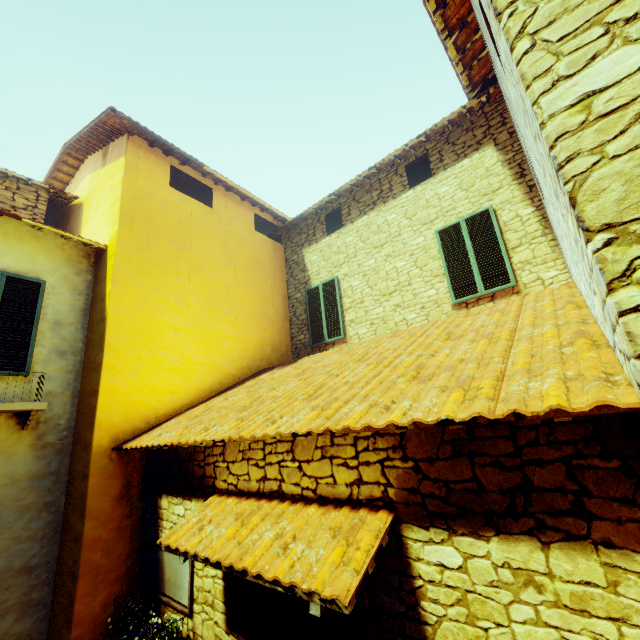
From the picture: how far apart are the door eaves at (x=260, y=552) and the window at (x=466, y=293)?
4.5 meters

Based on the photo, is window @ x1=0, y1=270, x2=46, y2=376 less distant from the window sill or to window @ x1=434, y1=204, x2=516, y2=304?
the window sill

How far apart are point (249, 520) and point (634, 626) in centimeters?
273cm

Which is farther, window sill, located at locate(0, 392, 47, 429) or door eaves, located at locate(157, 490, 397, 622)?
window sill, located at locate(0, 392, 47, 429)

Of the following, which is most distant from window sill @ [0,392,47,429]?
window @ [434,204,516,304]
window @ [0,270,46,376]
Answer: window @ [434,204,516,304]

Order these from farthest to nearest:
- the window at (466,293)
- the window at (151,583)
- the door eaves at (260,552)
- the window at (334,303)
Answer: the window at (334,303), the window at (466,293), the window at (151,583), the door eaves at (260,552)

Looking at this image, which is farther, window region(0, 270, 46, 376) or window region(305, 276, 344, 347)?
window region(305, 276, 344, 347)

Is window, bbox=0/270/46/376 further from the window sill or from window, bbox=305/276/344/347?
window, bbox=305/276/344/347
